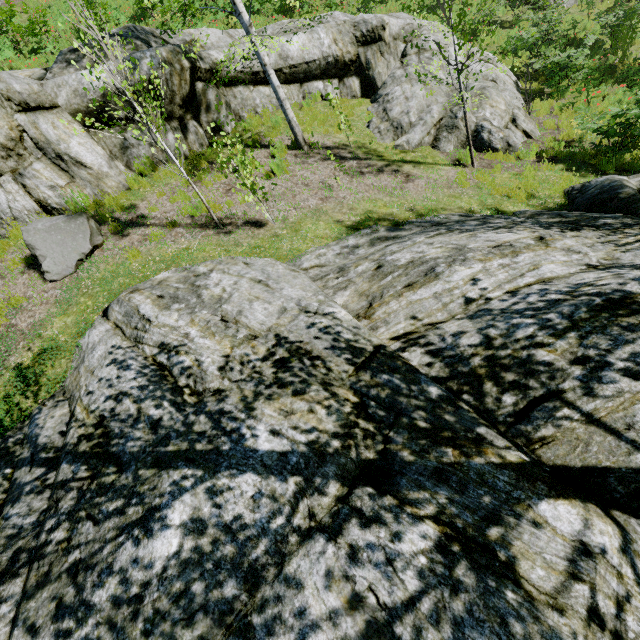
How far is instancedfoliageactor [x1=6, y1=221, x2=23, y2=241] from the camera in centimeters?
730cm

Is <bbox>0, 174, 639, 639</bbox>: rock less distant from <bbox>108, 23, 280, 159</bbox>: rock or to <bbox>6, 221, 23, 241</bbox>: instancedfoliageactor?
<bbox>6, 221, 23, 241</bbox>: instancedfoliageactor

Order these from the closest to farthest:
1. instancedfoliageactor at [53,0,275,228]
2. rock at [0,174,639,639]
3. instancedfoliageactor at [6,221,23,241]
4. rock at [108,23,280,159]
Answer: rock at [0,174,639,639], instancedfoliageactor at [53,0,275,228], instancedfoliageactor at [6,221,23,241], rock at [108,23,280,159]

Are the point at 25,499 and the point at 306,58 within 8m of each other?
no

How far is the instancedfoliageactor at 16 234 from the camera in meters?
7.3 m

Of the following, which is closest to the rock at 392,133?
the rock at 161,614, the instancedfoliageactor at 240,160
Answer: the instancedfoliageactor at 240,160

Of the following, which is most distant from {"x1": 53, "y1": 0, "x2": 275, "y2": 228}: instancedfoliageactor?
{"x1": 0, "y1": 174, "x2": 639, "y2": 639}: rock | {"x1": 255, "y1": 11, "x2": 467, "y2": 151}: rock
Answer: {"x1": 255, "y1": 11, "x2": 467, "y2": 151}: rock
